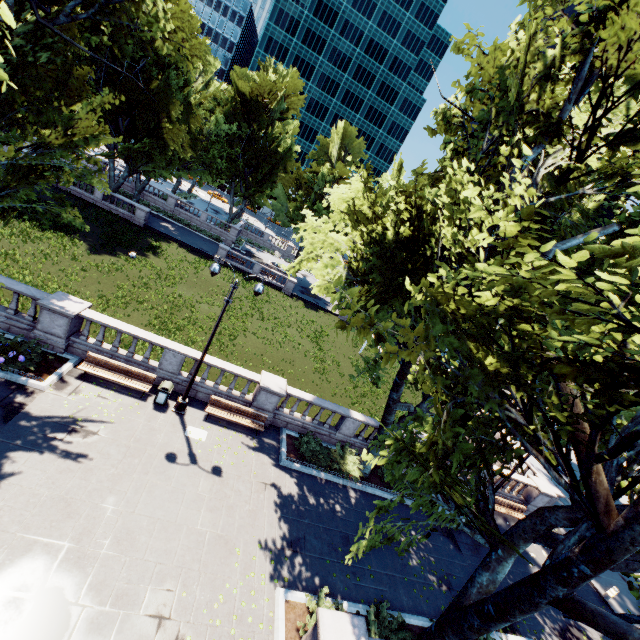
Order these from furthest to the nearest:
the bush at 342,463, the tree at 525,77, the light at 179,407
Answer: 1. the bush at 342,463
2. the light at 179,407
3. the tree at 525,77

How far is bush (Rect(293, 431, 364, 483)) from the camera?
16.0m

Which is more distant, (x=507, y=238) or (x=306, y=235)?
(x=306, y=235)

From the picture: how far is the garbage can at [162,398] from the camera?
14.34m

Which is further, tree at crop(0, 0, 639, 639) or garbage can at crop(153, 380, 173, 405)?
garbage can at crop(153, 380, 173, 405)

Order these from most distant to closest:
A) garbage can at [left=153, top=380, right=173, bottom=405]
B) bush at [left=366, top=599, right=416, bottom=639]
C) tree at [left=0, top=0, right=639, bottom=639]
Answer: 1. garbage can at [left=153, top=380, right=173, bottom=405]
2. bush at [left=366, top=599, right=416, bottom=639]
3. tree at [left=0, top=0, right=639, bottom=639]

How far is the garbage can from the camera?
14.34m

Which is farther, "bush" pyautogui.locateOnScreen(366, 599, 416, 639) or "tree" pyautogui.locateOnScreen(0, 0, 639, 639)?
"bush" pyautogui.locateOnScreen(366, 599, 416, 639)
